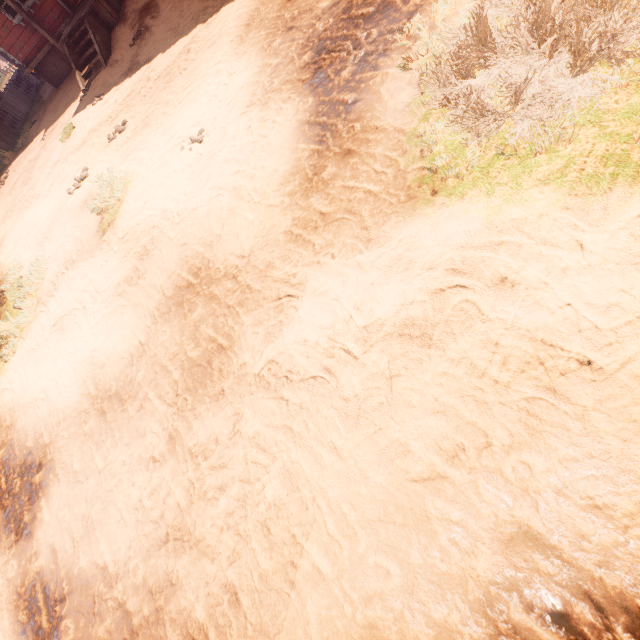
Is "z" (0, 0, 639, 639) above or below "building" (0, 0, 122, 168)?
below

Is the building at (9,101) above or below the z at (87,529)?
above

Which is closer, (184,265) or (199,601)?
(199,601)

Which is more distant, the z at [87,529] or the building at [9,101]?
the building at [9,101]

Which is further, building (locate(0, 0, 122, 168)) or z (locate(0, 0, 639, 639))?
building (locate(0, 0, 122, 168))
